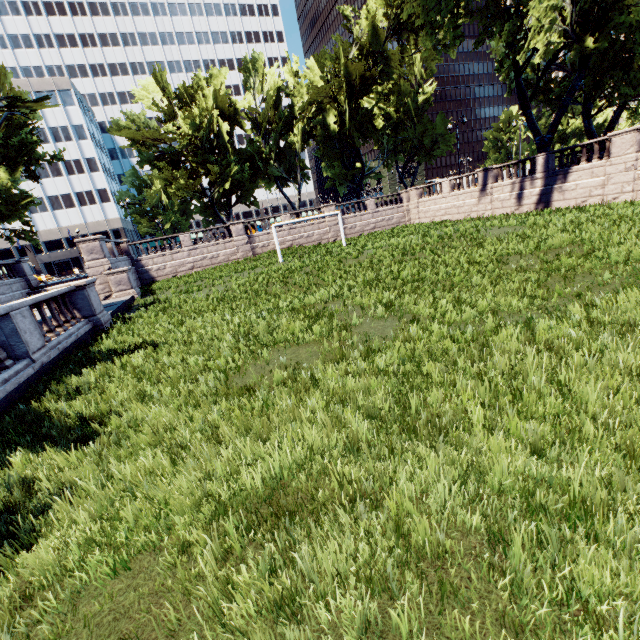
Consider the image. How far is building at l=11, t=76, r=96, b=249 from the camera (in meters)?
55.94

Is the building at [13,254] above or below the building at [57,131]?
below

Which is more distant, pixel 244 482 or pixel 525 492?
pixel 244 482

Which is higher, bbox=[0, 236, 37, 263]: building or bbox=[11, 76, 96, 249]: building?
bbox=[11, 76, 96, 249]: building

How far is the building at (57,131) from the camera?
55.9m

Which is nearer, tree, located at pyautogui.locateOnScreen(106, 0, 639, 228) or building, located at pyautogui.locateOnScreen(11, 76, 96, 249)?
tree, located at pyautogui.locateOnScreen(106, 0, 639, 228)

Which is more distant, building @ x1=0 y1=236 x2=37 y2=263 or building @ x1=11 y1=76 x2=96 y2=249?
building @ x1=0 y1=236 x2=37 y2=263

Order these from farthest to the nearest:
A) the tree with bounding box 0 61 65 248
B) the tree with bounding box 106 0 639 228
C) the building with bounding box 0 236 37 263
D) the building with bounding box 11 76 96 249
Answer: the building with bounding box 0 236 37 263 < the building with bounding box 11 76 96 249 < the tree with bounding box 0 61 65 248 < the tree with bounding box 106 0 639 228
